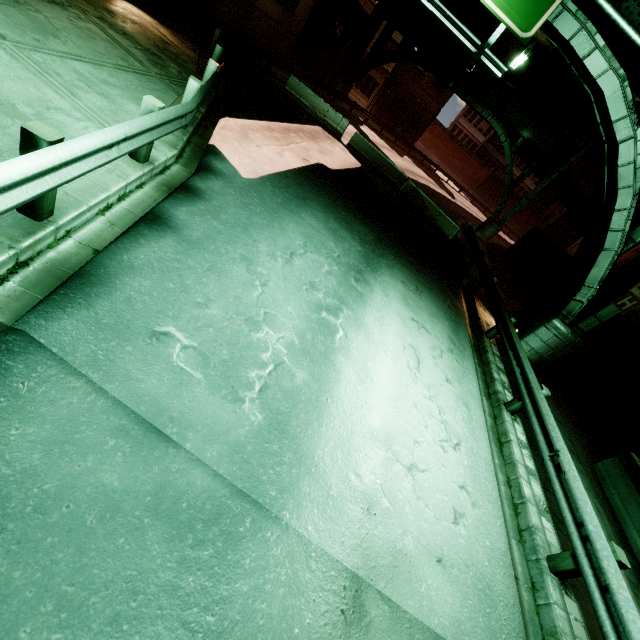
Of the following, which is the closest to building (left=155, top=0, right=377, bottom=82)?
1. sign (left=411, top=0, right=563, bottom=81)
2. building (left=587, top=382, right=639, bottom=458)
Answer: sign (left=411, top=0, right=563, bottom=81)

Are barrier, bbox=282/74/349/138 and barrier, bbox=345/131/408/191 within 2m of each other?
yes

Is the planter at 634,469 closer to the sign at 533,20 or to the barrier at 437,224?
the sign at 533,20

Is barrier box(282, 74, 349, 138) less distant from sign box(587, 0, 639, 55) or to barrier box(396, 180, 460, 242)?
barrier box(396, 180, 460, 242)

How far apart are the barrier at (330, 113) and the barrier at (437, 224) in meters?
4.8 m

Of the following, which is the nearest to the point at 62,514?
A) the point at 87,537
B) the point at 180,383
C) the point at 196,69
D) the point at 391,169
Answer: the point at 87,537

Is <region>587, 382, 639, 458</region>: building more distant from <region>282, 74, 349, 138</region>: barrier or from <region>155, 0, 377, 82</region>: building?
<region>155, 0, 377, 82</region>: building

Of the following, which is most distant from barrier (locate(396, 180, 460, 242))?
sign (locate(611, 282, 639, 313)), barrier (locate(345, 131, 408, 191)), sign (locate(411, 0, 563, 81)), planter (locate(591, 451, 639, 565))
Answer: planter (locate(591, 451, 639, 565))
